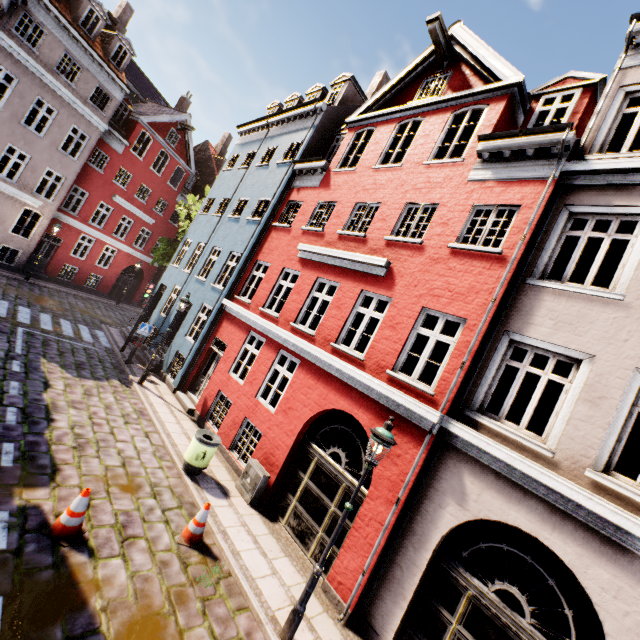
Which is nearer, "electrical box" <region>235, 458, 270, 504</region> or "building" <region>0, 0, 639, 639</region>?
"building" <region>0, 0, 639, 639</region>

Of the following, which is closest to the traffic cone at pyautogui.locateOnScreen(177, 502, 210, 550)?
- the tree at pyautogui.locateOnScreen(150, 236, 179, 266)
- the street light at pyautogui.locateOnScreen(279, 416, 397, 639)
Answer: the street light at pyautogui.locateOnScreen(279, 416, 397, 639)

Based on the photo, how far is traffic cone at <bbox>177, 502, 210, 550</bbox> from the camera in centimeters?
626cm

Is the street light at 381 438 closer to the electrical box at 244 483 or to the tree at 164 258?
the electrical box at 244 483

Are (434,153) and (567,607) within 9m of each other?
no

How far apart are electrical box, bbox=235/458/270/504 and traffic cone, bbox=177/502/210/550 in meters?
1.7

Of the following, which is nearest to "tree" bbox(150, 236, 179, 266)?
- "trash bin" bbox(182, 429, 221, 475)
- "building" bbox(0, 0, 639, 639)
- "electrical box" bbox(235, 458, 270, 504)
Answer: "building" bbox(0, 0, 639, 639)

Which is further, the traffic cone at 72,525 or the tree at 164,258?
the tree at 164,258
